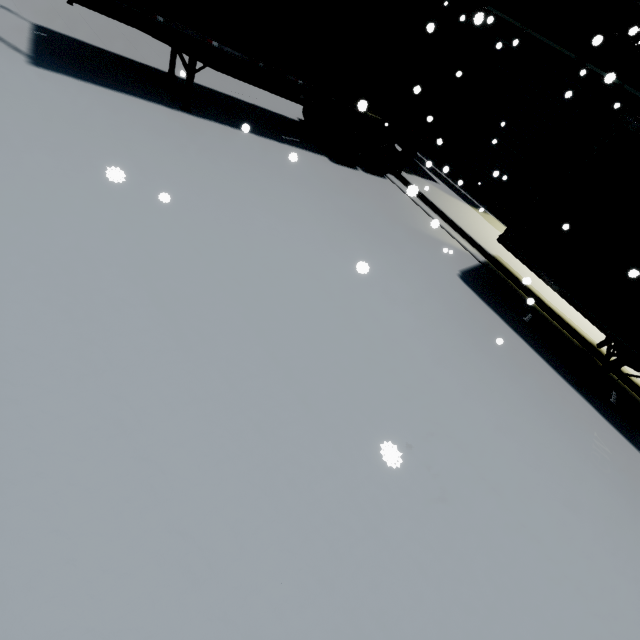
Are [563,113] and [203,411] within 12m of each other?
no

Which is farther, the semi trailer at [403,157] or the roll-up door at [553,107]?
the roll-up door at [553,107]

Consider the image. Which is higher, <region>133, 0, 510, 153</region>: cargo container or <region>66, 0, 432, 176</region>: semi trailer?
<region>133, 0, 510, 153</region>: cargo container

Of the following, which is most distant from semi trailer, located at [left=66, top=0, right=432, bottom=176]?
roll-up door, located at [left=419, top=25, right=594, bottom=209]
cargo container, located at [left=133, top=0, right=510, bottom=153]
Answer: roll-up door, located at [left=419, top=25, right=594, bottom=209]

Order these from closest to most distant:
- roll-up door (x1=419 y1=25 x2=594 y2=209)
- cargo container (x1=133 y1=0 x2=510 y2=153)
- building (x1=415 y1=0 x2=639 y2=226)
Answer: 1. cargo container (x1=133 y1=0 x2=510 y2=153)
2. building (x1=415 y1=0 x2=639 y2=226)
3. roll-up door (x1=419 y1=25 x2=594 y2=209)

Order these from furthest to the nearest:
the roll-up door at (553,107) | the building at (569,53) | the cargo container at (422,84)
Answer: the roll-up door at (553,107) → the building at (569,53) → the cargo container at (422,84)

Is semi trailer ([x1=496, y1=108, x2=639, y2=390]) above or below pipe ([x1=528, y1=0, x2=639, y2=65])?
below

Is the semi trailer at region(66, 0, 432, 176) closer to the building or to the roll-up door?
the building
